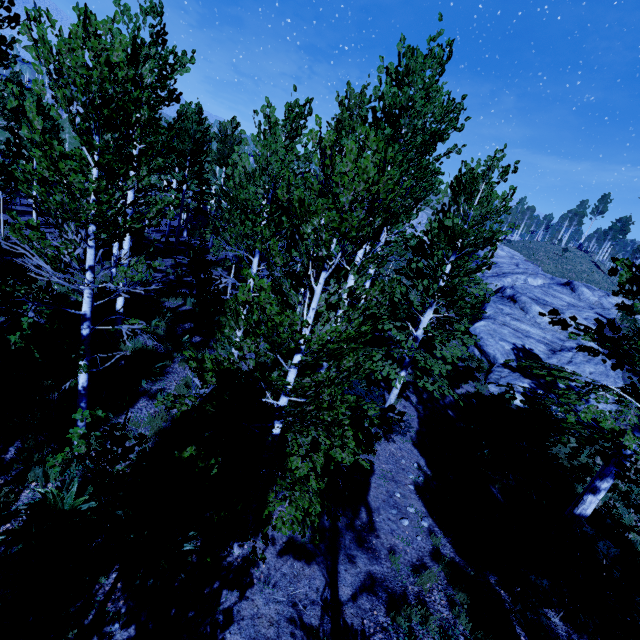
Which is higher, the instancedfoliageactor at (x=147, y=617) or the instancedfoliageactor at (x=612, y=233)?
the instancedfoliageactor at (x=612, y=233)

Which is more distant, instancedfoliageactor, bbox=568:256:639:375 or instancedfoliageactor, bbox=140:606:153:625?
instancedfoliageactor, bbox=568:256:639:375

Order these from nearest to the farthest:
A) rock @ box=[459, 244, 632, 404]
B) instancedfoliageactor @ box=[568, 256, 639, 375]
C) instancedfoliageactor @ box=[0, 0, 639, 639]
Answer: instancedfoliageactor @ box=[0, 0, 639, 639] < instancedfoliageactor @ box=[568, 256, 639, 375] < rock @ box=[459, 244, 632, 404]

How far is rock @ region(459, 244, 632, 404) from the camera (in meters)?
16.16

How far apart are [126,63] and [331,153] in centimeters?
293cm

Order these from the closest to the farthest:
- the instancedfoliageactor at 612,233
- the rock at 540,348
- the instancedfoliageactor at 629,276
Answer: the instancedfoliageactor at 629,276
the rock at 540,348
the instancedfoliageactor at 612,233

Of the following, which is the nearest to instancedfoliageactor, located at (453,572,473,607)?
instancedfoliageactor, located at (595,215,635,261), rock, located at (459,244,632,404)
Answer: instancedfoliageactor, located at (595,215,635,261)

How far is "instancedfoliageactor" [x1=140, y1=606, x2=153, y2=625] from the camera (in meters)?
4.52
